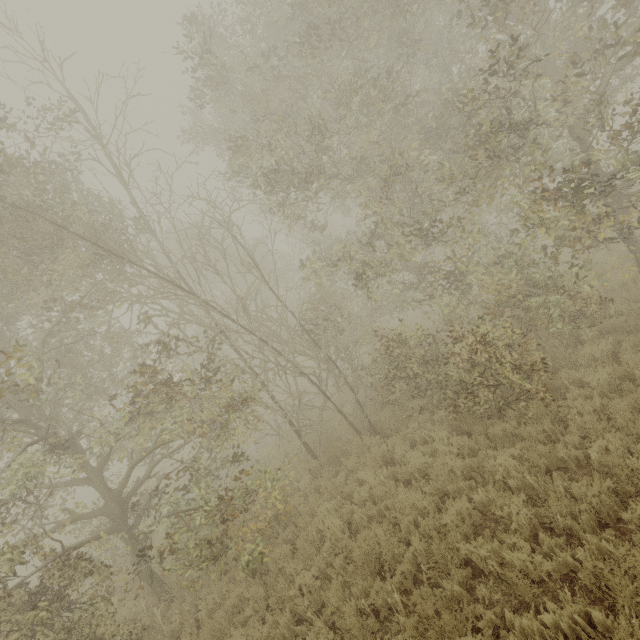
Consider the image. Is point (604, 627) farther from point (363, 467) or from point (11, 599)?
point (11, 599)
